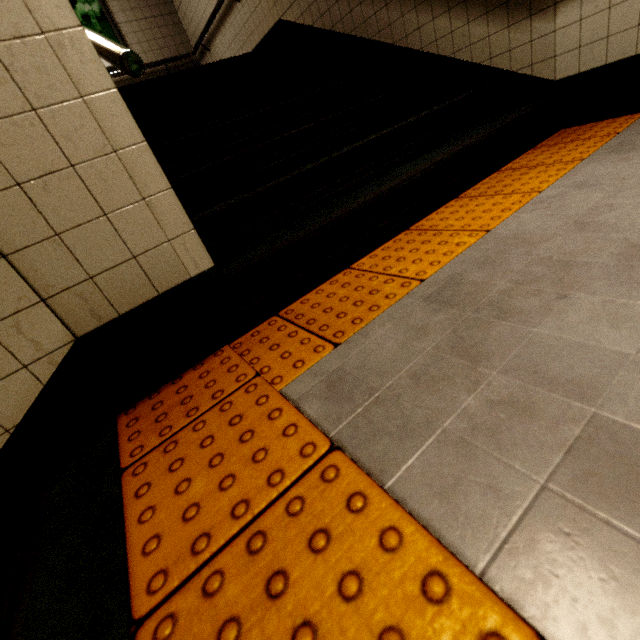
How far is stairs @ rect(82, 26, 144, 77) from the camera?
1.00m

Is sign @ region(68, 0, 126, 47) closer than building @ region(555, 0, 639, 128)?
No

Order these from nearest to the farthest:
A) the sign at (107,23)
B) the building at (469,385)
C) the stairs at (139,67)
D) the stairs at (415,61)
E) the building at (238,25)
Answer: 1. the building at (469,385)
2. the stairs at (139,67)
3. the stairs at (415,61)
4. the building at (238,25)
5. the sign at (107,23)

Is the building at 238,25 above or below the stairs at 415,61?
above

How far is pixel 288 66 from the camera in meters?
3.3 m

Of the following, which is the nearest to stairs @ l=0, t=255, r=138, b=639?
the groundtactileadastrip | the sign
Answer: the groundtactileadastrip

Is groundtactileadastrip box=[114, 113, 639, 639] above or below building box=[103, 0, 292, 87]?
below

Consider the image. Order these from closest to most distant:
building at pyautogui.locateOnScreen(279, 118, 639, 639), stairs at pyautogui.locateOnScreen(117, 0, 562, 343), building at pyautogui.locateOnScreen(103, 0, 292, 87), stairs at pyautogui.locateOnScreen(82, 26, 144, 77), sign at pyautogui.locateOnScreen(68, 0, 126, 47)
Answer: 1. building at pyautogui.locateOnScreen(279, 118, 639, 639)
2. stairs at pyautogui.locateOnScreen(82, 26, 144, 77)
3. stairs at pyautogui.locateOnScreen(117, 0, 562, 343)
4. building at pyautogui.locateOnScreen(103, 0, 292, 87)
5. sign at pyautogui.locateOnScreen(68, 0, 126, 47)
